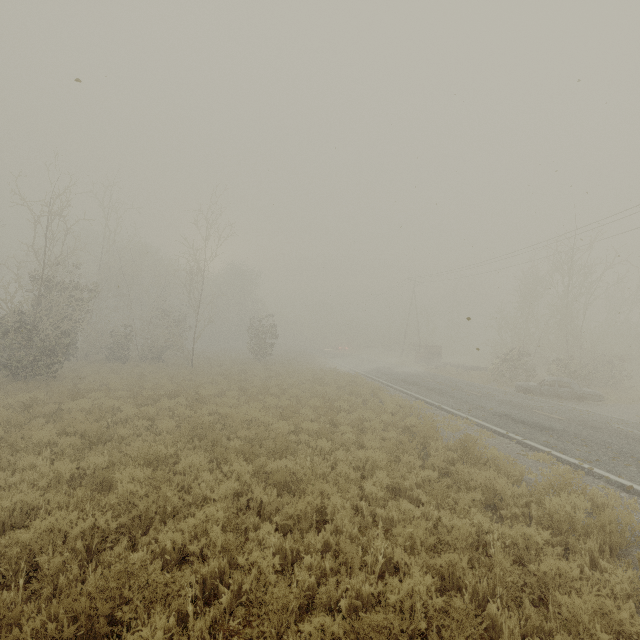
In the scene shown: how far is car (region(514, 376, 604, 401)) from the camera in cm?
1834

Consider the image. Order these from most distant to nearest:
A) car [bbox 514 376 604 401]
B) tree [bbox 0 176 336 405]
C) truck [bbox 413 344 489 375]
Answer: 1. truck [bbox 413 344 489 375]
2. car [bbox 514 376 604 401]
3. tree [bbox 0 176 336 405]

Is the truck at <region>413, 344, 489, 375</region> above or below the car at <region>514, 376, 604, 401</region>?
above

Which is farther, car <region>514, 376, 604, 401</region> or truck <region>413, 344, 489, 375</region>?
truck <region>413, 344, 489, 375</region>

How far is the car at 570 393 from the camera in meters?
18.3

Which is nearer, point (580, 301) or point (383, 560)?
point (383, 560)

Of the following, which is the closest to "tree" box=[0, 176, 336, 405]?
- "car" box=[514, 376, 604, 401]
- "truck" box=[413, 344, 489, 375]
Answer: "car" box=[514, 376, 604, 401]

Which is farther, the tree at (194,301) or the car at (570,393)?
the car at (570,393)
